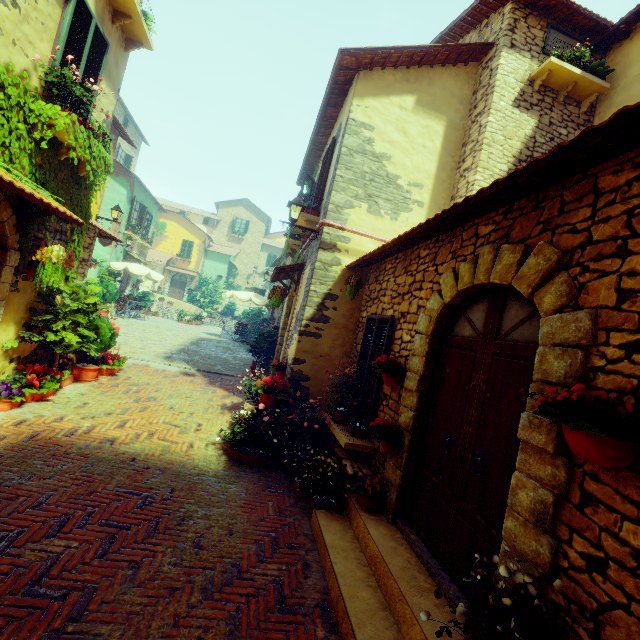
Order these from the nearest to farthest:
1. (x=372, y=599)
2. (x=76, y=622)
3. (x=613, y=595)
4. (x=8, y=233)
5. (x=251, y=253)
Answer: (x=613, y=595)
(x=76, y=622)
(x=372, y=599)
(x=8, y=233)
(x=251, y=253)

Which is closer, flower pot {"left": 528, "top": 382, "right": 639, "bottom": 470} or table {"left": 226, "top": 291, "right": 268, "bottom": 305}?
flower pot {"left": 528, "top": 382, "right": 639, "bottom": 470}

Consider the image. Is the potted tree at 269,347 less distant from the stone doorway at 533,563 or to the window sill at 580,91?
Answer: the stone doorway at 533,563

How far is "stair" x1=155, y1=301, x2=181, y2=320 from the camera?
23.2 meters

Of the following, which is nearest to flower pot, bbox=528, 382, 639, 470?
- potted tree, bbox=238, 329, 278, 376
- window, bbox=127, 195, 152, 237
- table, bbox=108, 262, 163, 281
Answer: potted tree, bbox=238, 329, 278, 376

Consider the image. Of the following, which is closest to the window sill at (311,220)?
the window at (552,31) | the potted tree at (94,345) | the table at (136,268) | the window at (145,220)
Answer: the potted tree at (94,345)

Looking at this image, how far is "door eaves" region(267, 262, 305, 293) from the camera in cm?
806

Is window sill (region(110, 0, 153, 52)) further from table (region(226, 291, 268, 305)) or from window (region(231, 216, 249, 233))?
table (region(226, 291, 268, 305))
